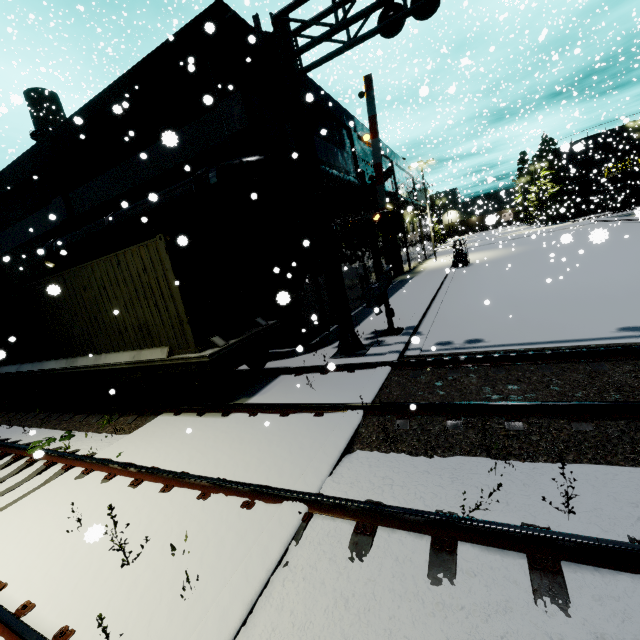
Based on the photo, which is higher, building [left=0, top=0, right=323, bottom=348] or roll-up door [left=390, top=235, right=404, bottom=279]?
building [left=0, top=0, right=323, bottom=348]

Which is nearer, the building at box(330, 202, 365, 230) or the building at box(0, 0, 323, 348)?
the building at box(0, 0, 323, 348)

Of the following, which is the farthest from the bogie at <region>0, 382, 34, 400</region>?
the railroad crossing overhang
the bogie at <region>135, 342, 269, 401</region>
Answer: the railroad crossing overhang

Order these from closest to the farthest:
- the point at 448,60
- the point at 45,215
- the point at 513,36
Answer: the point at 45,215, the point at 513,36, the point at 448,60

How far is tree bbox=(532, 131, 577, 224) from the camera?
39.09m

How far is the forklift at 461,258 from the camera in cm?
2528

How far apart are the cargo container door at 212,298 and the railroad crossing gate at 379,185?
3.1 meters

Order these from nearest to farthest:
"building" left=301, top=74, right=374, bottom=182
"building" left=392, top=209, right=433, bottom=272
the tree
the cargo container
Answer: the cargo container
"building" left=301, top=74, right=374, bottom=182
"building" left=392, top=209, right=433, bottom=272
the tree
